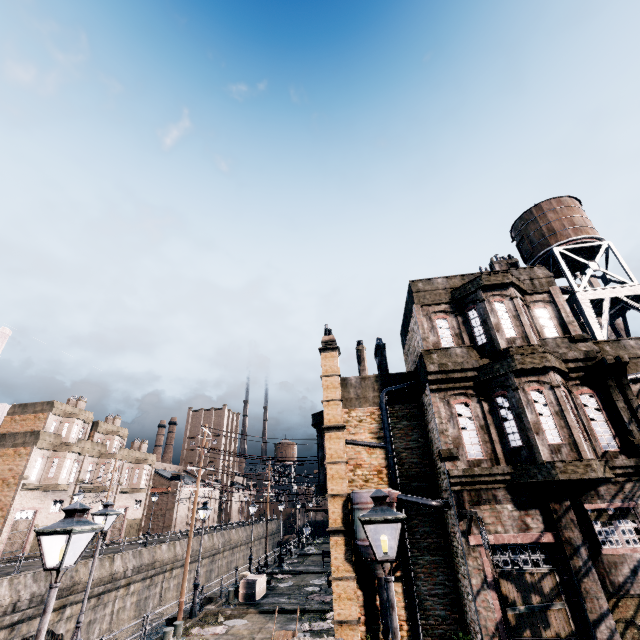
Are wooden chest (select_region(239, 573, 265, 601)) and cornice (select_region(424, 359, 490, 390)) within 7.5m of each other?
no

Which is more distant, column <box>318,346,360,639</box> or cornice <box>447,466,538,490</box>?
column <box>318,346,360,639</box>

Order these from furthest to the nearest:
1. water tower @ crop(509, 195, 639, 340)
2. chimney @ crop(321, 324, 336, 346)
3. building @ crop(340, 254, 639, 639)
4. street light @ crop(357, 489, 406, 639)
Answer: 1. chimney @ crop(321, 324, 336, 346)
2. water tower @ crop(509, 195, 639, 340)
3. building @ crop(340, 254, 639, 639)
4. street light @ crop(357, 489, 406, 639)

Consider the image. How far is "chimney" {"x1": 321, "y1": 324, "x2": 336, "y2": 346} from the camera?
19.6m

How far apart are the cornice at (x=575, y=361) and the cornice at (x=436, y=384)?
2.4m

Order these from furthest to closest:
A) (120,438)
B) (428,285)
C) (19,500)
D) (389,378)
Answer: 1. (120,438)
2. (19,500)
3. (389,378)
4. (428,285)

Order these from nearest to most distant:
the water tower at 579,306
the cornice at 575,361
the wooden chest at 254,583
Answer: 1. the cornice at 575,361
2. the water tower at 579,306
3. the wooden chest at 254,583

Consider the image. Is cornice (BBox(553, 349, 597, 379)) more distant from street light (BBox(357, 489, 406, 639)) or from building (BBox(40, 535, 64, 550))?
building (BBox(40, 535, 64, 550))
